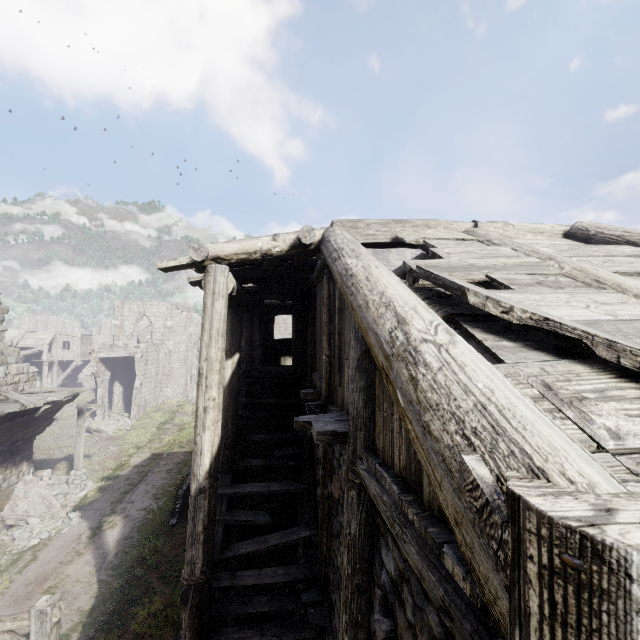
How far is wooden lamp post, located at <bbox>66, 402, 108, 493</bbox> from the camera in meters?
17.0 m

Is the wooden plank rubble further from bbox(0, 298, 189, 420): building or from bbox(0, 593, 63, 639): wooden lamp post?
bbox(0, 593, 63, 639): wooden lamp post

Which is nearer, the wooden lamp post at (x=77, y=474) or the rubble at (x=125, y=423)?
the wooden lamp post at (x=77, y=474)

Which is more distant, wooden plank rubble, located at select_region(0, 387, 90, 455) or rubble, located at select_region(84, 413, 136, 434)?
rubble, located at select_region(84, 413, 136, 434)

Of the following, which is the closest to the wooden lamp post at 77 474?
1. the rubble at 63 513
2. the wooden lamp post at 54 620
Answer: the rubble at 63 513

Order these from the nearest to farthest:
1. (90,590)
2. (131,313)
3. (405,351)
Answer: (405,351)
(90,590)
(131,313)

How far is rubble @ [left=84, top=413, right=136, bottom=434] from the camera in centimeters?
2597cm

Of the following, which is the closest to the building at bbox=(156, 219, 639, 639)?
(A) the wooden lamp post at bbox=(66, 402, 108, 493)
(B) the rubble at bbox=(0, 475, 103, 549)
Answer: (B) the rubble at bbox=(0, 475, 103, 549)
